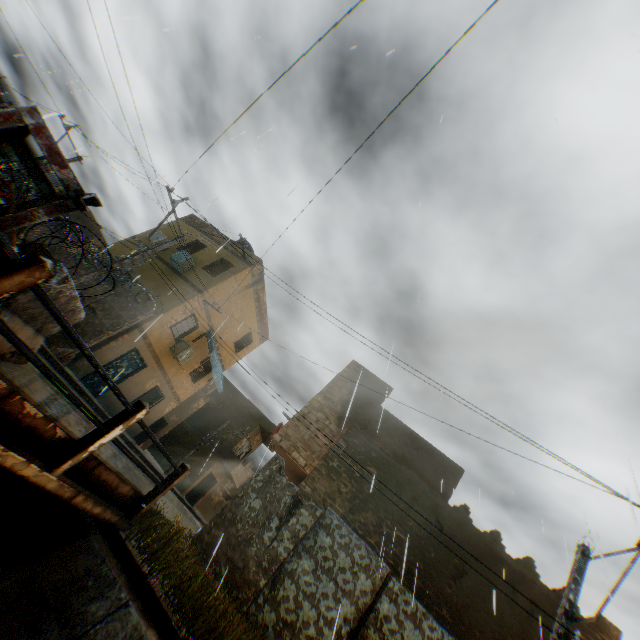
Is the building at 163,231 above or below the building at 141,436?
above

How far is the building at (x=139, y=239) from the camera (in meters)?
18.39

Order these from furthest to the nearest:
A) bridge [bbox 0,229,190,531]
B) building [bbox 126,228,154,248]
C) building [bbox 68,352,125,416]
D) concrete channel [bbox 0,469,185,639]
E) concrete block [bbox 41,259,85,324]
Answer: building [bbox 126,228,154,248] → building [bbox 68,352,125,416] → concrete channel [bbox 0,469,185,639] → concrete block [bbox 41,259,85,324] → bridge [bbox 0,229,190,531]

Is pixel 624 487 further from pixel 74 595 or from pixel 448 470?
pixel 448 470

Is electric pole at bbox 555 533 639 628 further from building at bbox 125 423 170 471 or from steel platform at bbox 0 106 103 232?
steel platform at bbox 0 106 103 232

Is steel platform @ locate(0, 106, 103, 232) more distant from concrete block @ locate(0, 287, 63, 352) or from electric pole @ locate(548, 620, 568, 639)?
electric pole @ locate(548, 620, 568, 639)

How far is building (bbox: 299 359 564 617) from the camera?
9.3m
